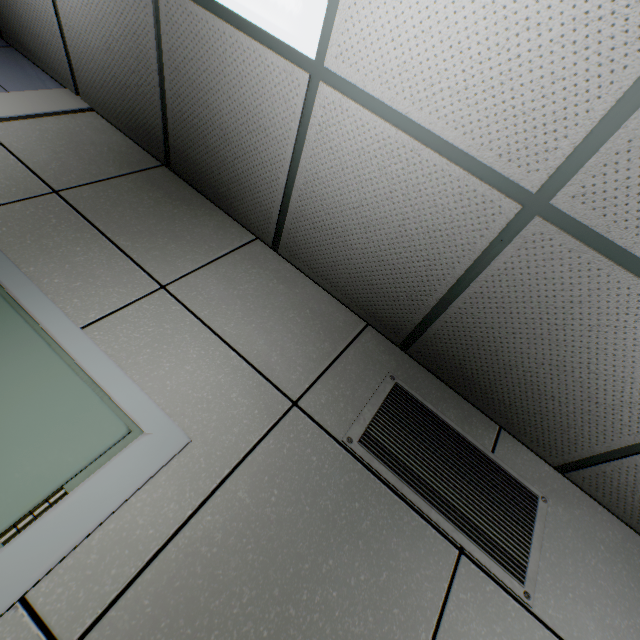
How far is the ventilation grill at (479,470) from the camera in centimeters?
135cm

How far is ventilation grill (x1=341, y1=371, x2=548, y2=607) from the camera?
1.4 meters

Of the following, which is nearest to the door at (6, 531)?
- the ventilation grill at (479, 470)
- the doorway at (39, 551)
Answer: the doorway at (39, 551)

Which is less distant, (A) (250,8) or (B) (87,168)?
(A) (250,8)

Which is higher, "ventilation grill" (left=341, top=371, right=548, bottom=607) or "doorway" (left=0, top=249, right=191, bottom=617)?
"ventilation grill" (left=341, top=371, right=548, bottom=607)

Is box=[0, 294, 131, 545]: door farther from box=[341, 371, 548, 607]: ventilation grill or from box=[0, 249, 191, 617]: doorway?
box=[341, 371, 548, 607]: ventilation grill

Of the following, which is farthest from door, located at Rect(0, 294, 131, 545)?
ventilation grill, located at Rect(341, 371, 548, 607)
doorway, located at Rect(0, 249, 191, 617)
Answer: ventilation grill, located at Rect(341, 371, 548, 607)
